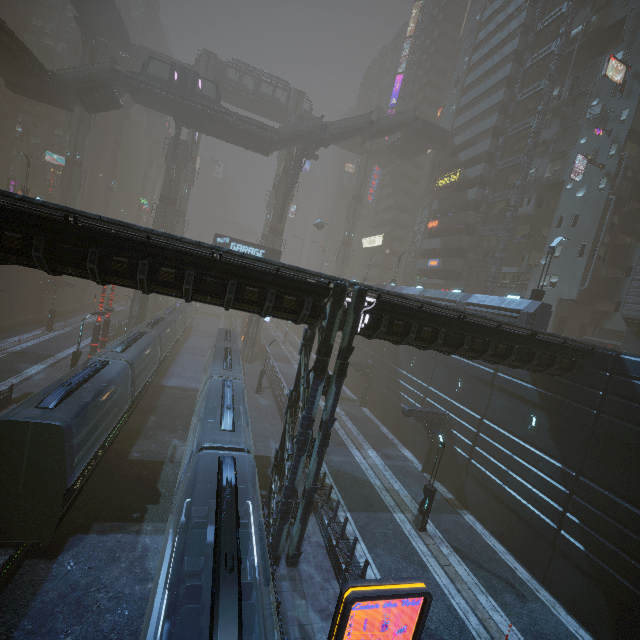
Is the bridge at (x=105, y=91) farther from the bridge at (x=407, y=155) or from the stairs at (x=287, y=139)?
the bridge at (x=407, y=155)

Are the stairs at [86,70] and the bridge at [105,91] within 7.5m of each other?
yes

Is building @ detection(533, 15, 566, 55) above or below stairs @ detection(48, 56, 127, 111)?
above

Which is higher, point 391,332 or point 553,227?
point 553,227

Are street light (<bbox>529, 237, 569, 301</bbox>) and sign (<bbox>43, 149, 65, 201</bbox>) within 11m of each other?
no

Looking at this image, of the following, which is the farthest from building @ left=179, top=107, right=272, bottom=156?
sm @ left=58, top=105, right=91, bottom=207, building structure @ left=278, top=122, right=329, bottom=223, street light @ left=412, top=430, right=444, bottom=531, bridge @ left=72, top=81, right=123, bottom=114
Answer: bridge @ left=72, top=81, right=123, bottom=114

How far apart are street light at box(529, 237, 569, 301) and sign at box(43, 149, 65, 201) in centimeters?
7602cm

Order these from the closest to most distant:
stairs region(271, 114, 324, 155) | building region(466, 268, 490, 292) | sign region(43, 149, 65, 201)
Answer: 1. building region(466, 268, 490, 292)
2. stairs region(271, 114, 324, 155)
3. sign region(43, 149, 65, 201)
